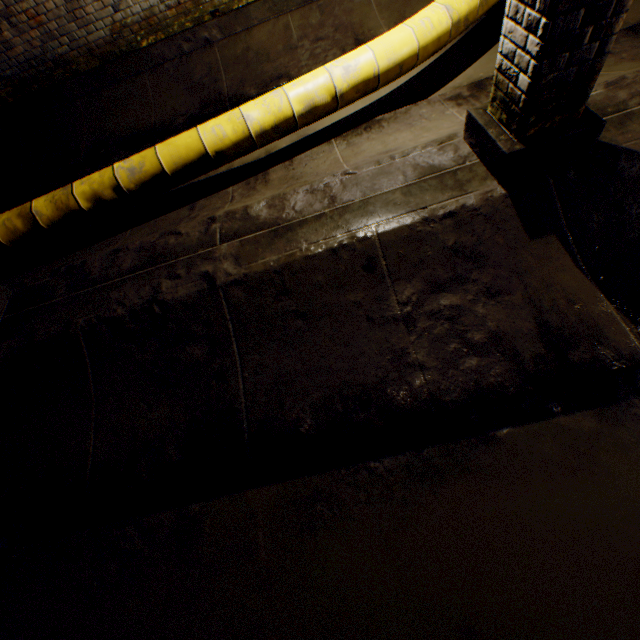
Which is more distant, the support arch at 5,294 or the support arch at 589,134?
the support arch at 5,294

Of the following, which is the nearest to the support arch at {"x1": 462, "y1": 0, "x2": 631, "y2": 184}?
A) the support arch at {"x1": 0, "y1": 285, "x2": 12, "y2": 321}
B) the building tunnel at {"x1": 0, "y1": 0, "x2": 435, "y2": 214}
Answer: the building tunnel at {"x1": 0, "y1": 0, "x2": 435, "y2": 214}

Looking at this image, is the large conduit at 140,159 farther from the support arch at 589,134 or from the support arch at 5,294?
the support arch at 589,134

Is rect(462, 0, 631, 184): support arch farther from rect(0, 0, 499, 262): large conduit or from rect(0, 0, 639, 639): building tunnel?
rect(0, 0, 499, 262): large conduit

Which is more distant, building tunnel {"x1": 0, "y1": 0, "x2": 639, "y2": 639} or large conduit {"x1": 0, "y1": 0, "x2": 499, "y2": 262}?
large conduit {"x1": 0, "y1": 0, "x2": 499, "y2": 262}

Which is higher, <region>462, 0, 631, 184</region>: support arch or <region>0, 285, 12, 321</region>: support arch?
<region>462, 0, 631, 184</region>: support arch

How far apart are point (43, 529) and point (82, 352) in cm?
132
